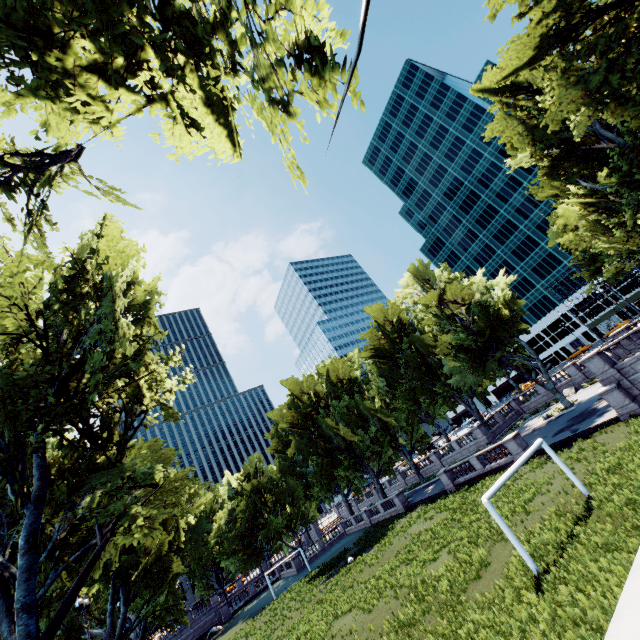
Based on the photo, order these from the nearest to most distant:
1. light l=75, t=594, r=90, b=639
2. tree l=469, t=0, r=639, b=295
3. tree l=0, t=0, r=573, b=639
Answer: tree l=0, t=0, r=573, b=639, tree l=469, t=0, r=639, b=295, light l=75, t=594, r=90, b=639

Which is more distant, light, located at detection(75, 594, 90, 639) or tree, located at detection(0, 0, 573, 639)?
light, located at detection(75, 594, 90, 639)

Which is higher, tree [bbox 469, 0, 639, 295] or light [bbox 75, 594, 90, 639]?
tree [bbox 469, 0, 639, 295]

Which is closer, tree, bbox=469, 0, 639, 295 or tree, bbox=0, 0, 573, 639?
tree, bbox=0, 0, 573, 639

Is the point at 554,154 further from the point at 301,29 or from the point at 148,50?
the point at 148,50

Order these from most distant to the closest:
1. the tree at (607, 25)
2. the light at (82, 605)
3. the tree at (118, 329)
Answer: the light at (82, 605), the tree at (607, 25), the tree at (118, 329)

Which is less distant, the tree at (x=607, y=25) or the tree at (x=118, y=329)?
the tree at (x=118, y=329)
